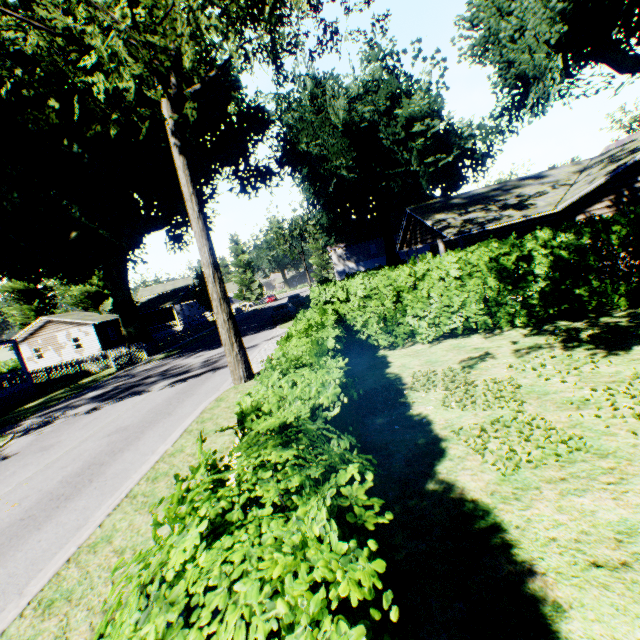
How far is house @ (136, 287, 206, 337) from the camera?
47.6m

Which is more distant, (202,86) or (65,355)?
(65,355)

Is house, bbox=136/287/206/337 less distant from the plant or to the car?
the plant

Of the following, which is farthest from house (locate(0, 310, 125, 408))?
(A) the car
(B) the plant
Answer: (A) the car

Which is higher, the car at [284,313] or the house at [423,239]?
the house at [423,239]

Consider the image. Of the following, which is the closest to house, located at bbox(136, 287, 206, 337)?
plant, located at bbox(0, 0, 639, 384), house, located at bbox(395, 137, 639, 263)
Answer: plant, located at bbox(0, 0, 639, 384)

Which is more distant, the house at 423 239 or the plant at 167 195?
the house at 423 239

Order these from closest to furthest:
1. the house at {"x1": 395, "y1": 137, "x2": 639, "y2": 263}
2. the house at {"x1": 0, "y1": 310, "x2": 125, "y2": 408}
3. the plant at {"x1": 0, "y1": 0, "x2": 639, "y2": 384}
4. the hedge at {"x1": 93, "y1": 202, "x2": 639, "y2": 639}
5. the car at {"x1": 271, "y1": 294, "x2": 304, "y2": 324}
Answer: the hedge at {"x1": 93, "y1": 202, "x2": 639, "y2": 639} < the plant at {"x1": 0, "y1": 0, "x2": 639, "y2": 384} < the house at {"x1": 395, "y1": 137, "x2": 639, "y2": 263} < the house at {"x1": 0, "y1": 310, "x2": 125, "y2": 408} < the car at {"x1": 271, "y1": 294, "x2": 304, "y2": 324}
